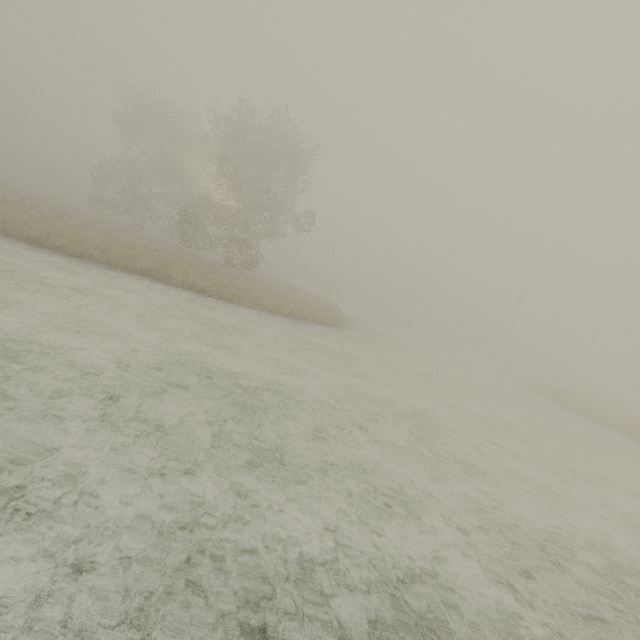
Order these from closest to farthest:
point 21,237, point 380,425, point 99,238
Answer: point 380,425 → point 21,237 → point 99,238
